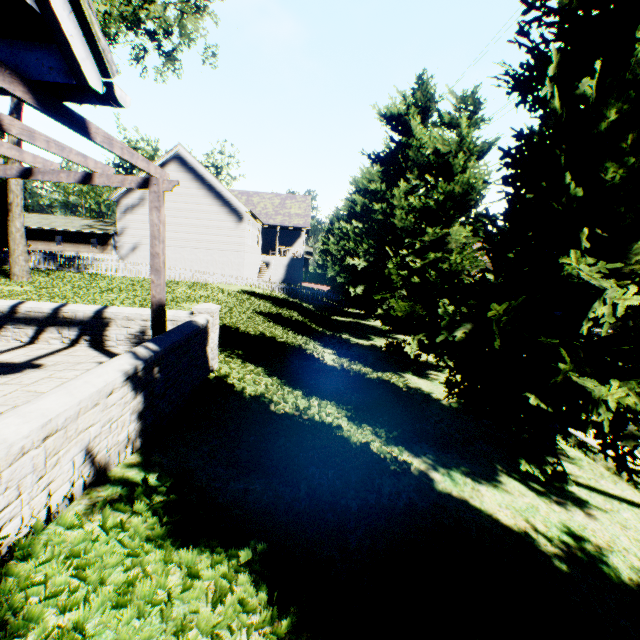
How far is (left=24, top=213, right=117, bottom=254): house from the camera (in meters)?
46.88

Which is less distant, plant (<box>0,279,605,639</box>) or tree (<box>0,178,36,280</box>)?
plant (<box>0,279,605,639</box>)

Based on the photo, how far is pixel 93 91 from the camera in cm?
259

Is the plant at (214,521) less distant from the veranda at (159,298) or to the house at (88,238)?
the veranda at (159,298)

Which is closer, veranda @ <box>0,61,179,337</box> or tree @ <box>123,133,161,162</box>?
veranda @ <box>0,61,179,337</box>

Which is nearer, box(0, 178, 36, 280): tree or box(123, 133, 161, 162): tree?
box(0, 178, 36, 280): tree

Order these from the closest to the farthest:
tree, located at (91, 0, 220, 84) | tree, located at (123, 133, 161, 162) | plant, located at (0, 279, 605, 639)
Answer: plant, located at (0, 279, 605, 639)
tree, located at (91, 0, 220, 84)
tree, located at (123, 133, 161, 162)

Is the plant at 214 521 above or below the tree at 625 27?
below
